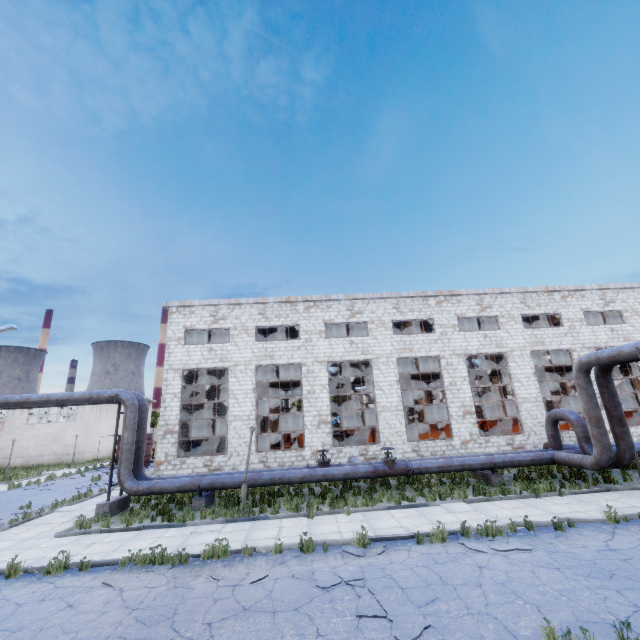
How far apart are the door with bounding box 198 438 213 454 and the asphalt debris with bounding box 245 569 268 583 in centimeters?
2152cm

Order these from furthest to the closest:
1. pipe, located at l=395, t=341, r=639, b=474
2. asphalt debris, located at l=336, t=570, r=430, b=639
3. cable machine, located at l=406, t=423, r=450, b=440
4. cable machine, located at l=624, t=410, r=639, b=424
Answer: cable machine, located at l=624, t=410, r=639, b=424, cable machine, located at l=406, t=423, r=450, b=440, pipe, located at l=395, t=341, r=639, b=474, asphalt debris, located at l=336, t=570, r=430, b=639

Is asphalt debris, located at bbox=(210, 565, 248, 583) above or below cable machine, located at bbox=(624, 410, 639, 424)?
below

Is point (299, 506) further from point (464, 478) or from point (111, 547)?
point (464, 478)

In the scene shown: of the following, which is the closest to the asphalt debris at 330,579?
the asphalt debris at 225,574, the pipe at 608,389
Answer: the asphalt debris at 225,574

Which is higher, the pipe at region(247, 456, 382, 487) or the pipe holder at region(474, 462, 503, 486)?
the pipe at region(247, 456, 382, 487)

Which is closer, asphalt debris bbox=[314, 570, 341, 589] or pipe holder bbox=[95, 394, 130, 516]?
asphalt debris bbox=[314, 570, 341, 589]

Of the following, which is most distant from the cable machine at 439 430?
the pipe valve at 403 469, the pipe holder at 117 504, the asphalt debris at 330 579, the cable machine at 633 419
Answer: the asphalt debris at 330 579
